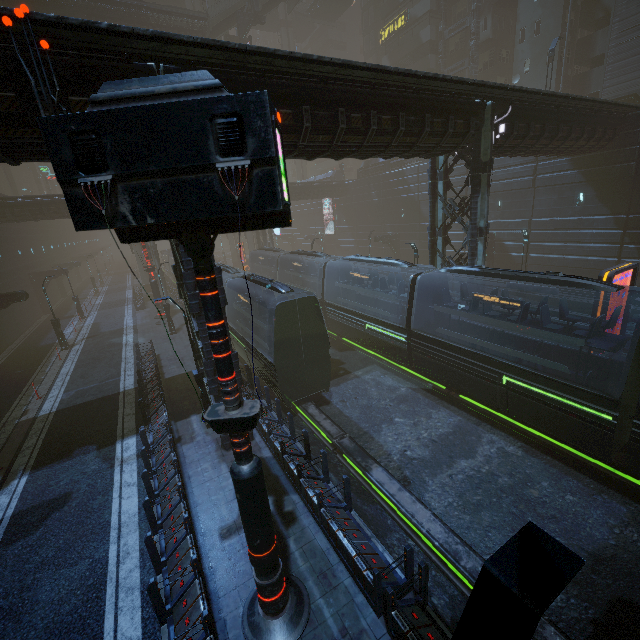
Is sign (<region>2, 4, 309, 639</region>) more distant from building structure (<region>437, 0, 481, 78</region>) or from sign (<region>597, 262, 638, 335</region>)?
building structure (<region>437, 0, 481, 78</region>)

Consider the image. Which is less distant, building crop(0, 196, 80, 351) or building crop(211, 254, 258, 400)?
building crop(211, 254, 258, 400)

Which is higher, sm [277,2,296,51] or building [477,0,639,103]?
sm [277,2,296,51]

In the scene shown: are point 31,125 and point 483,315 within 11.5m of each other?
no

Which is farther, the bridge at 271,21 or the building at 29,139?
the bridge at 271,21

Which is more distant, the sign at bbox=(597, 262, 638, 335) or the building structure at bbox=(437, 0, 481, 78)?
the building structure at bbox=(437, 0, 481, 78)

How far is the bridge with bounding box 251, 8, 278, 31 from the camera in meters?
55.4

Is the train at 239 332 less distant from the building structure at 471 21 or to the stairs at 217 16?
the building structure at 471 21
